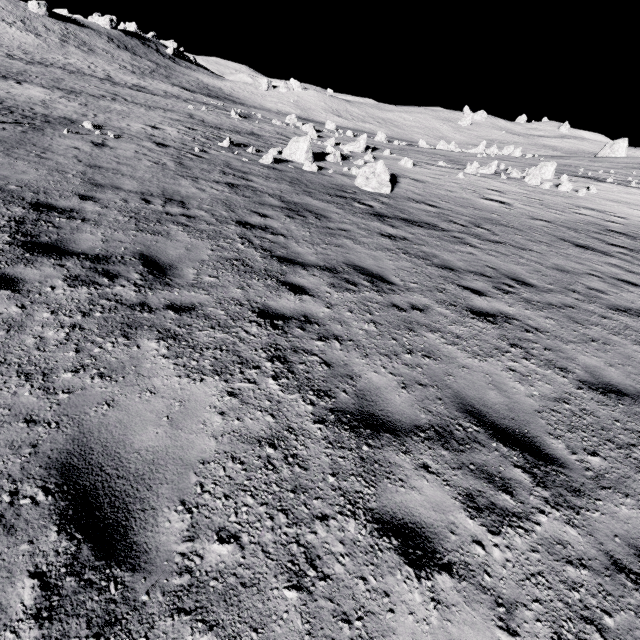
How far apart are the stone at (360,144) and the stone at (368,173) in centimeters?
1041cm

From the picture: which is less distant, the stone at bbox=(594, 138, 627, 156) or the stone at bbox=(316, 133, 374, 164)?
the stone at bbox=(316, 133, 374, 164)

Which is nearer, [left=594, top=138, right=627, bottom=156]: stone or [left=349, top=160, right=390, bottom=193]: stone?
[left=349, top=160, right=390, bottom=193]: stone

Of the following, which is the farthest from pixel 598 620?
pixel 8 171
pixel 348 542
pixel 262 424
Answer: pixel 8 171

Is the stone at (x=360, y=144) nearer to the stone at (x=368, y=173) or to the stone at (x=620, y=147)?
the stone at (x=368, y=173)

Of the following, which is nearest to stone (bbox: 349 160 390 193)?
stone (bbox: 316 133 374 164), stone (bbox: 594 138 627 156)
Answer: stone (bbox: 316 133 374 164)
